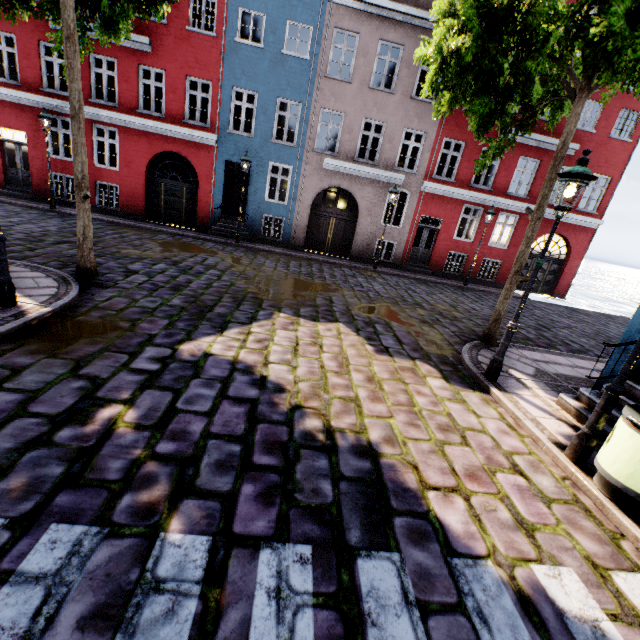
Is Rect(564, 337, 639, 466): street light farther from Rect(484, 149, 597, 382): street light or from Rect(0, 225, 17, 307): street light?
Rect(0, 225, 17, 307): street light

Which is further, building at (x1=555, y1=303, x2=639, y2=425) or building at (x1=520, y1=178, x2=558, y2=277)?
building at (x1=520, y1=178, x2=558, y2=277)

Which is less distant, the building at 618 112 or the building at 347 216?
the building at 347 216

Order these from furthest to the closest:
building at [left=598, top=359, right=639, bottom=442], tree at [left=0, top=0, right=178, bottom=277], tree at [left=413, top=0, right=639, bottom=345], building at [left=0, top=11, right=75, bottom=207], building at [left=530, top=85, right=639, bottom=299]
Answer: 1. building at [left=530, top=85, right=639, bottom=299]
2. building at [left=0, top=11, right=75, bottom=207]
3. tree at [left=0, top=0, right=178, bottom=277]
4. building at [left=598, top=359, right=639, bottom=442]
5. tree at [left=413, top=0, right=639, bottom=345]

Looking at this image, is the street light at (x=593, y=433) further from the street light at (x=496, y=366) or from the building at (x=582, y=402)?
the street light at (x=496, y=366)

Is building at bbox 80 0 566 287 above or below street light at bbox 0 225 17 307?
above

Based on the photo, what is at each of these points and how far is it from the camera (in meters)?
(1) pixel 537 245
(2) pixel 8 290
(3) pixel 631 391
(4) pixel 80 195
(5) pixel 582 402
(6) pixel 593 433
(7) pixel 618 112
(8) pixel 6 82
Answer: (1) building, 21.23
(2) street light, 4.97
(3) building, 4.96
(4) tree, 6.28
(5) building, 5.32
(6) street light, 3.90
(7) building, 15.27
(8) building, 13.72

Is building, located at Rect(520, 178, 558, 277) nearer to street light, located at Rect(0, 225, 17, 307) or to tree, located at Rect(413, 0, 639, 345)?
tree, located at Rect(413, 0, 639, 345)
